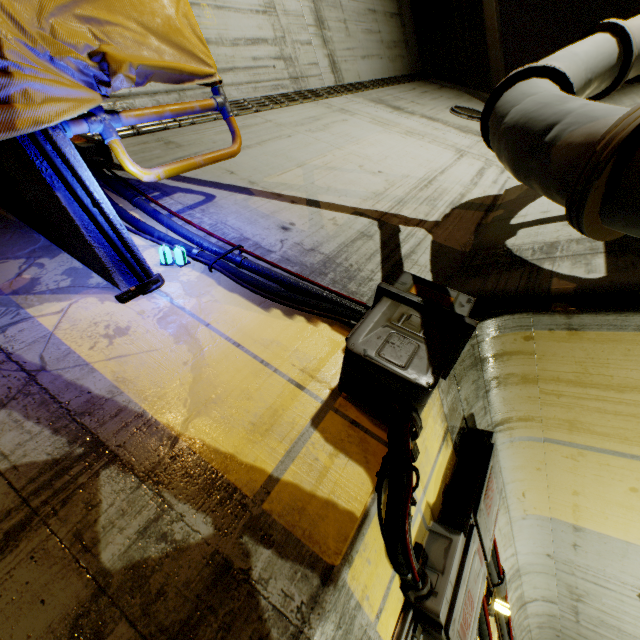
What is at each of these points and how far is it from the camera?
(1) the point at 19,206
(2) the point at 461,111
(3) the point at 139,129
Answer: (1) stairs, 2.1 meters
(2) cable, 7.0 meters
(3) pipe, 3.6 meters

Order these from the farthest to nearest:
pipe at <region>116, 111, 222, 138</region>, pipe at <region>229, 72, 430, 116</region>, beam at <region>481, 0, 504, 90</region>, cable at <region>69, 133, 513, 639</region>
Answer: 1. beam at <region>481, 0, 504, 90</region>
2. pipe at <region>229, 72, 430, 116</region>
3. pipe at <region>116, 111, 222, 138</region>
4. cable at <region>69, 133, 513, 639</region>

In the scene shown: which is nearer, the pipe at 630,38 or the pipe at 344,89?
the pipe at 630,38

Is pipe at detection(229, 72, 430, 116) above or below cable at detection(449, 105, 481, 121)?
below

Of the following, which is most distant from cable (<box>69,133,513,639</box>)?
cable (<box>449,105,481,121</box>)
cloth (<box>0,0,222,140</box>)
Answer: cable (<box>449,105,481,121</box>)

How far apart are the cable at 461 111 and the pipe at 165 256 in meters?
7.2 m

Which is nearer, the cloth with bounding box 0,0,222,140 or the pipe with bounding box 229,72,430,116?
the cloth with bounding box 0,0,222,140

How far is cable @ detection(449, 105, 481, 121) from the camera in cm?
680
